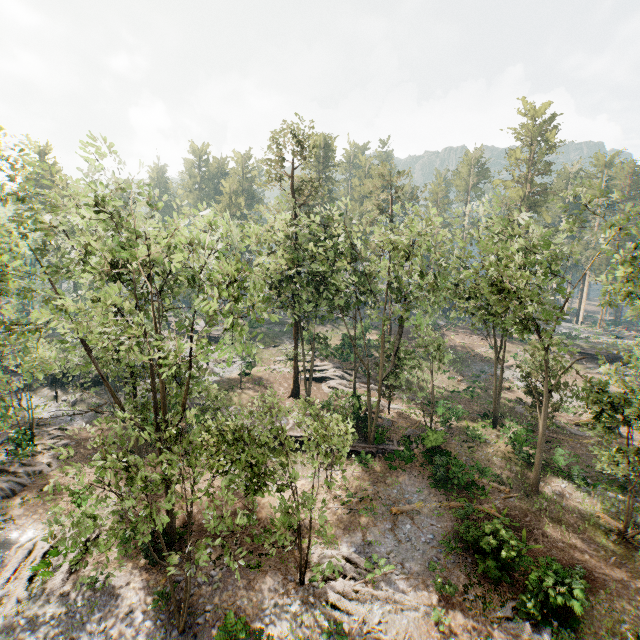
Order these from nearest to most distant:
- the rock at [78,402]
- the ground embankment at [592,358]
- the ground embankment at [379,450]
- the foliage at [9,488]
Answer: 1. the foliage at [9,488]
2. the ground embankment at [379,450]
3. the rock at [78,402]
4. the ground embankment at [592,358]

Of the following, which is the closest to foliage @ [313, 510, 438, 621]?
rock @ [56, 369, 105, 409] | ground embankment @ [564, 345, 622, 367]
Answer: rock @ [56, 369, 105, 409]

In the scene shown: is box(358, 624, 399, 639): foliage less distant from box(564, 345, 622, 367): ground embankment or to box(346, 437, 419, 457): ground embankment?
box(346, 437, 419, 457): ground embankment

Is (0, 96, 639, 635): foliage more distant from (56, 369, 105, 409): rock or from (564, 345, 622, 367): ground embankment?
(564, 345, 622, 367): ground embankment

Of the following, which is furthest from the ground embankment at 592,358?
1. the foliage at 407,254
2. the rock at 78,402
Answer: the rock at 78,402

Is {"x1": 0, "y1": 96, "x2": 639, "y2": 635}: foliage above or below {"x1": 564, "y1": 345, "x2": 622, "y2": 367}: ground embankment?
above

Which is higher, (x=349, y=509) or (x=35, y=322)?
(x=35, y=322)
